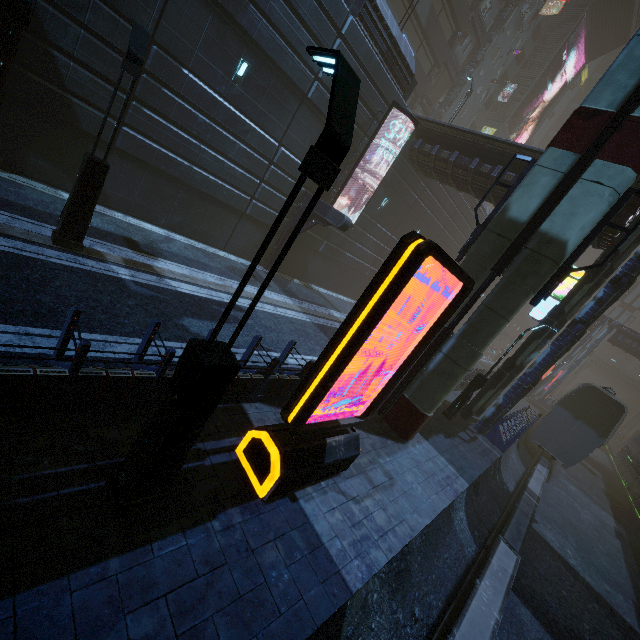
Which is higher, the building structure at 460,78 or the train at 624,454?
the building structure at 460,78

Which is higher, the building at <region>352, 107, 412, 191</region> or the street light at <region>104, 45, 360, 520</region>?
the building at <region>352, 107, 412, 191</region>

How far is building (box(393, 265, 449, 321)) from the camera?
30.91m

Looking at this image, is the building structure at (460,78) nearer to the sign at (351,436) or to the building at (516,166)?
the building at (516,166)

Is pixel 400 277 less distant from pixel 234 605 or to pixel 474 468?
pixel 234 605

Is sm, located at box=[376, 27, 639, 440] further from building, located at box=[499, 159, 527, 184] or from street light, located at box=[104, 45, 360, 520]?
street light, located at box=[104, 45, 360, 520]

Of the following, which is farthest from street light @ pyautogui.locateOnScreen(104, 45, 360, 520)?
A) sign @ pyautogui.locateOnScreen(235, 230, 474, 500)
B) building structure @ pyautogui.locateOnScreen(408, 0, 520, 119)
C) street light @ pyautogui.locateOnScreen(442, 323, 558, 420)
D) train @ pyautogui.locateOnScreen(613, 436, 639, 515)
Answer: building structure @ pyautogui.locateOnScreen(408, 0, 520, 119)
